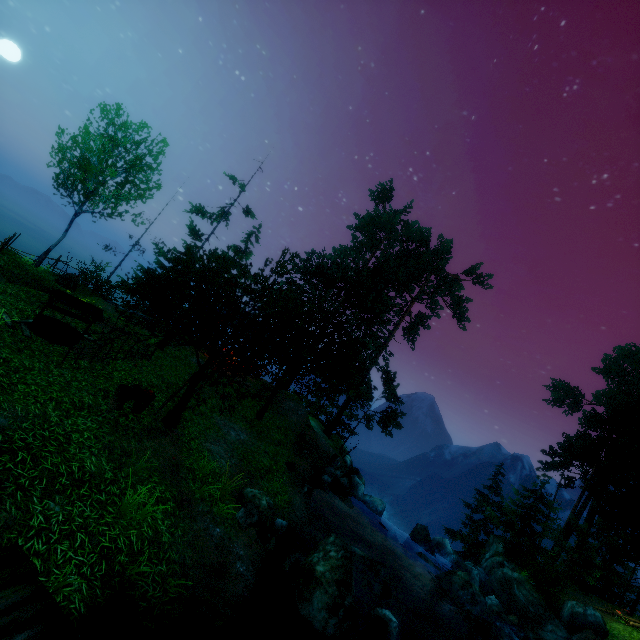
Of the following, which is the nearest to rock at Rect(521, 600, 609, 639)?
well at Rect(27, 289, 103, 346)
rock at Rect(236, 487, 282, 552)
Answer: rock at Rect(236, 487, 282, 552)

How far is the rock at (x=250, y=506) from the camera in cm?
930

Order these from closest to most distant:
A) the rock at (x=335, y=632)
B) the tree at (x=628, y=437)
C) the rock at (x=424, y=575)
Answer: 1. the rock at (x=335, y=632)
2. the rock at (x=424, y=575)
3. the tree at (x=628, y=437)

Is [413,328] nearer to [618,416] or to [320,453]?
[320,453]

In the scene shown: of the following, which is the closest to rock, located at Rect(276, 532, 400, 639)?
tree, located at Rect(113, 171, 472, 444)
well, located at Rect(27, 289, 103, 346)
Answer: tree, located at Rect(113, 171, 472, 444)

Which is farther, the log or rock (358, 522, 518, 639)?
the log

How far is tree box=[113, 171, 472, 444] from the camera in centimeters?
1030cm

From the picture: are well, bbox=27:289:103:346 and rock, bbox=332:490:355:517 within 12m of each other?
no
